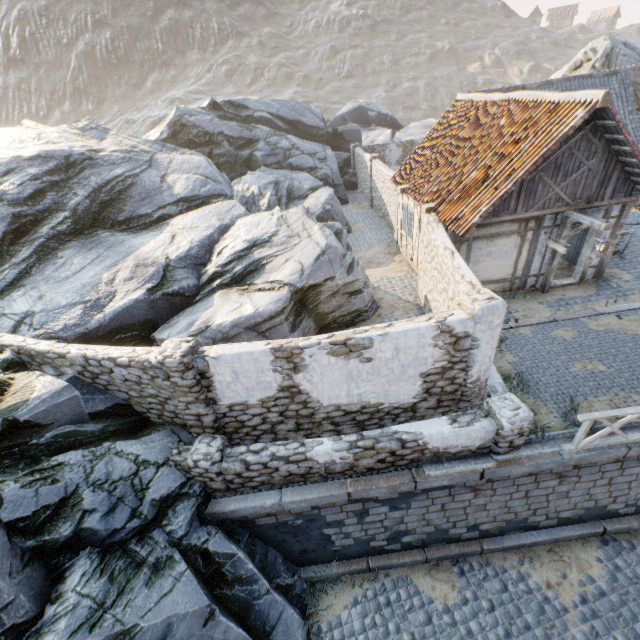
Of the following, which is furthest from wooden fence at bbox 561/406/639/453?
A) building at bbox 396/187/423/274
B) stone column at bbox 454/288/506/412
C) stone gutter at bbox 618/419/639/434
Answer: building at bbox 396/187/423/274

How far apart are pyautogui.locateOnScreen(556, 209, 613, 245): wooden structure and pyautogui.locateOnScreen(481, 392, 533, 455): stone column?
5.8m

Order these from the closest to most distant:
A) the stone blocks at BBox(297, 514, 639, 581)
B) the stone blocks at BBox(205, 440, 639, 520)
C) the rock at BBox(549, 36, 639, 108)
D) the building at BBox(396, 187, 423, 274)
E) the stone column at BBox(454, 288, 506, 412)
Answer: the stone column at BBox(454, 288, 506, 412) → the stone blocks at BBox(205, 440, 639, 520) → the stone blocks at BBox(297, 514, 639, 581) → the building at BBox(396, 187, 423, 274) → the rock at BBox(549, 36, 639, 108)

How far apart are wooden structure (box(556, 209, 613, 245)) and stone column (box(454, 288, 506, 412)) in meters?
5.2 m

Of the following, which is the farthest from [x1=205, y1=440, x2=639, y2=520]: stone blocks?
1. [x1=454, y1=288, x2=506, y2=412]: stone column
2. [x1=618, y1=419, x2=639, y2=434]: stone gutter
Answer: [x1=454, y1=288, x2=506, y2=412]: stone column

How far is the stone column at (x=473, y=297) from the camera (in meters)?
6.02

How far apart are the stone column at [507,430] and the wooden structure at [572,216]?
5.8 meters

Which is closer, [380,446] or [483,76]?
[380,446]
